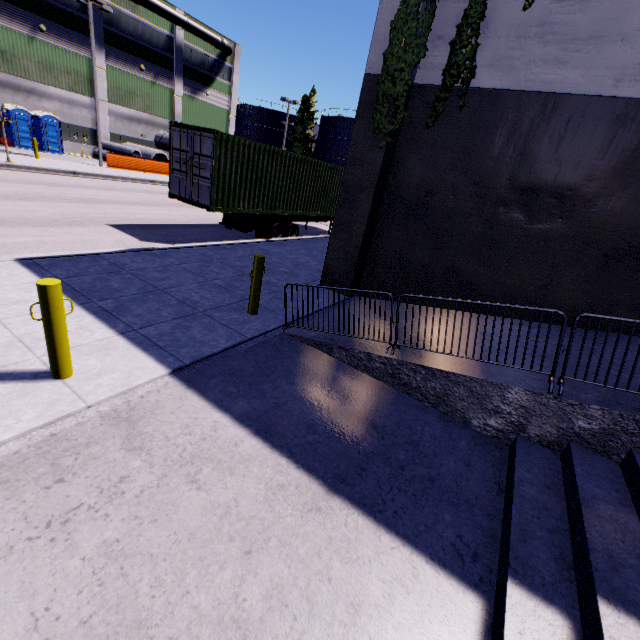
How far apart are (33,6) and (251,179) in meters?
30.2

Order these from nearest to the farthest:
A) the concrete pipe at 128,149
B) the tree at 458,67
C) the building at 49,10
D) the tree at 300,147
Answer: the tree at 458,67 < the building at 49,10 < the concrete pipe at 128,149 < the tree at 300,147

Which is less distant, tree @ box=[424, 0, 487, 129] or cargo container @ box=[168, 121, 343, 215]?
tree @ box=[424, 0, 487, 129]

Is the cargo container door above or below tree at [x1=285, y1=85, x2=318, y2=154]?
below

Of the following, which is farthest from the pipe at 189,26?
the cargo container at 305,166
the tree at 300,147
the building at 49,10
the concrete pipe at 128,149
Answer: the concrete pipe at 128,149

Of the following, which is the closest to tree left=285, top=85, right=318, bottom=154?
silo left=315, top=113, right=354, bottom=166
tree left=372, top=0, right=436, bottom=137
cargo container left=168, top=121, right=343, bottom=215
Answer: silo left=315, top=113, right=354, bottom=166

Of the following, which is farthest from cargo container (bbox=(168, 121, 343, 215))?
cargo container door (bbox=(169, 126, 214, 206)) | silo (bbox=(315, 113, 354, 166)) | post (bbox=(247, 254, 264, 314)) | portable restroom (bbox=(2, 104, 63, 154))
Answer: silo (bbox=(315, 113, 354, 166))

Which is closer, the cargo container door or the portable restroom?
the cargo container door
